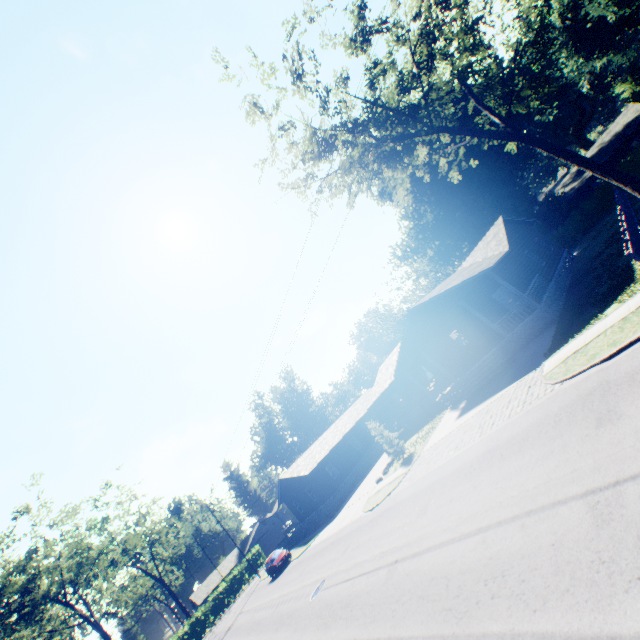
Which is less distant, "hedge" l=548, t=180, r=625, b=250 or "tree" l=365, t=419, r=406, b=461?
"tree" l=365, t=419, r=406, b=461

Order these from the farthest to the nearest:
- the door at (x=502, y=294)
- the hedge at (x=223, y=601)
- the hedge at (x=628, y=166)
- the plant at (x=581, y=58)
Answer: the hedge at (x=223, y=601) < the plant at (x=581, y=58) < the hedge at (x=628, y=166) < the door at (x=502, y=294)

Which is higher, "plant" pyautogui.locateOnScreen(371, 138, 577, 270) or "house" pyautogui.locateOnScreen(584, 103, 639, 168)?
"plant" pyautogui.locateOnScreen(371, 138, 577, 270)

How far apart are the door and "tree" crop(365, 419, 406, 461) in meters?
12.8

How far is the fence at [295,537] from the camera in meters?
32.1

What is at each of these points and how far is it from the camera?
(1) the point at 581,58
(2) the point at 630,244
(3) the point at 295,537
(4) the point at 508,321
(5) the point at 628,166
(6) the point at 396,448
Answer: (1) plant, 42.8 meters
(2) fence, 12.6 meters
(3) fence, 37.7 meters
(4) house, 23.8 meters
(5) hedge, 31.6 meters
(6) tree, 23.8 meters

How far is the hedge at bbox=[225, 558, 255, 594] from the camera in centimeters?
5222cm

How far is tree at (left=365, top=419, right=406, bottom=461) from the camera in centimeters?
Result: 2352cm
